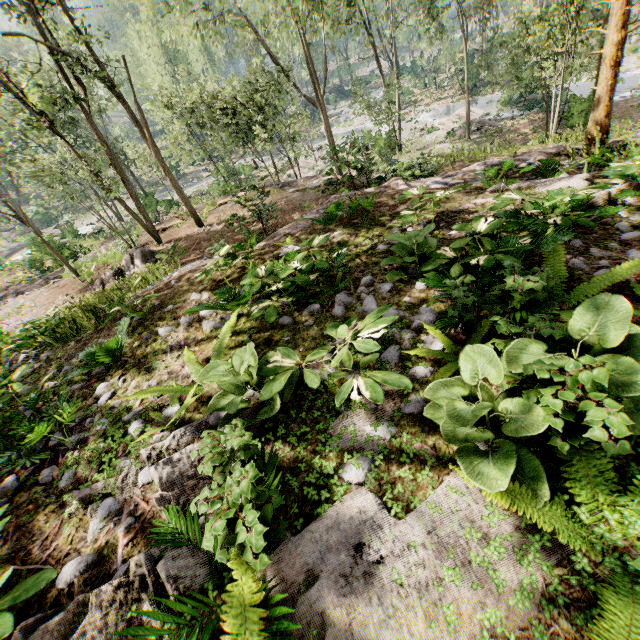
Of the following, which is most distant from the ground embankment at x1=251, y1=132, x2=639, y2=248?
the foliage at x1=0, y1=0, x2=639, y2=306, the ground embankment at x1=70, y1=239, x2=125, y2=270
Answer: the ground embankment at x1=70, y1=239, x2=125, y2=270

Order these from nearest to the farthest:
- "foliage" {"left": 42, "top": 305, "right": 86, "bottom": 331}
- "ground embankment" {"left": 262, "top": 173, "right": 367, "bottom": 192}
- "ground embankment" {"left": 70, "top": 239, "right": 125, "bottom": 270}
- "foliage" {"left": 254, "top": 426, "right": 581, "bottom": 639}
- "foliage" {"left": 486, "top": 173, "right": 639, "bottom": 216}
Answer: "foliage" {"left": 254, "top": 426, "right": 581, "bottom": 639} → "foliage" {"left": 486, "top": 173, "right": 639, "bottom": 216} → "foliage" {"left": 42, "top": 305, "right": 86, "bottom": 331} → "ground embankment" {"left": 262, "top": 173, "right": 367, "bottom": 192} → "ground embankment" {"left": 70, "top": 239, "right": 125, "bottom": 270}

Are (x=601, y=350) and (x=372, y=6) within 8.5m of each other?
no

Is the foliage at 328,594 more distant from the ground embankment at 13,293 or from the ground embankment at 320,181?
the ground embankment at 320,181

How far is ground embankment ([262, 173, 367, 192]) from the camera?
14.9m

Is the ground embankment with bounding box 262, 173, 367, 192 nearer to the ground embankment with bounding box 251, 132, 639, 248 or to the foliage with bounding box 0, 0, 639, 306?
the foliage with bounding box 0, 0, 639, 306

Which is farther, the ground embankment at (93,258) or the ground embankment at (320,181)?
the ground embankment at (93,258)

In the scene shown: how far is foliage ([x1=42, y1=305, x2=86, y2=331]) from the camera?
7.7m
